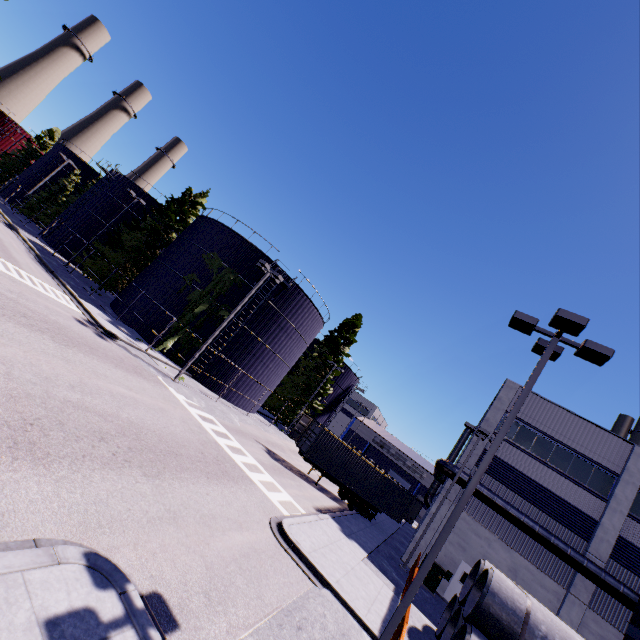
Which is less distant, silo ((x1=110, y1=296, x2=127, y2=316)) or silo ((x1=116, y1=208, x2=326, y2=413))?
silo ((x1=116, y1=208, x2=326, y2=413))

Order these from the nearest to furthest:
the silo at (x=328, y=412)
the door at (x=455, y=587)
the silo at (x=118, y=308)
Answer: the door at (x=455, y=587)
the silo at (x=118, y=308)
the silo at (x=328, y=412)

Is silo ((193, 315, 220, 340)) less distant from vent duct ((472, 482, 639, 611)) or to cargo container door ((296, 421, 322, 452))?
vent duct ((472, 482, 639, 611))

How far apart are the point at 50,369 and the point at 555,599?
28.2m

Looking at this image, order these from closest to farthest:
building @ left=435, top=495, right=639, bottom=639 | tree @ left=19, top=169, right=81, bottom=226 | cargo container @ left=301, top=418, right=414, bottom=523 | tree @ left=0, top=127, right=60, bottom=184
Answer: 1. building @ left=435, top=495, right=639, bottom=639
2. cargo container @ left=301, top=418, right=414, bottom=523
3. tree @ left=19, top=169, right=81, bottom=226
4. tree @ left=0, top=127, right=60, bottom=184

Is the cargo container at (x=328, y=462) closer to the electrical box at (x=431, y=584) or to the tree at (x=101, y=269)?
the tree at (x=101, y=269)

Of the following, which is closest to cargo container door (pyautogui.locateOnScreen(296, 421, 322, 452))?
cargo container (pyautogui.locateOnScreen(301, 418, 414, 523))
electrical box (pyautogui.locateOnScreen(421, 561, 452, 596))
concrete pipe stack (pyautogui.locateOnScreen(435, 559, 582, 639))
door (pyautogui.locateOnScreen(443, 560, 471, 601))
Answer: cargo container (pyautogui.locateOnScreen(301, 418, 414, 523))

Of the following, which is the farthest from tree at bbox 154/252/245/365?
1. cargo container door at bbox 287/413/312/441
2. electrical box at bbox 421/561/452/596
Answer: cargo container door at bbox 287/413/312/441
